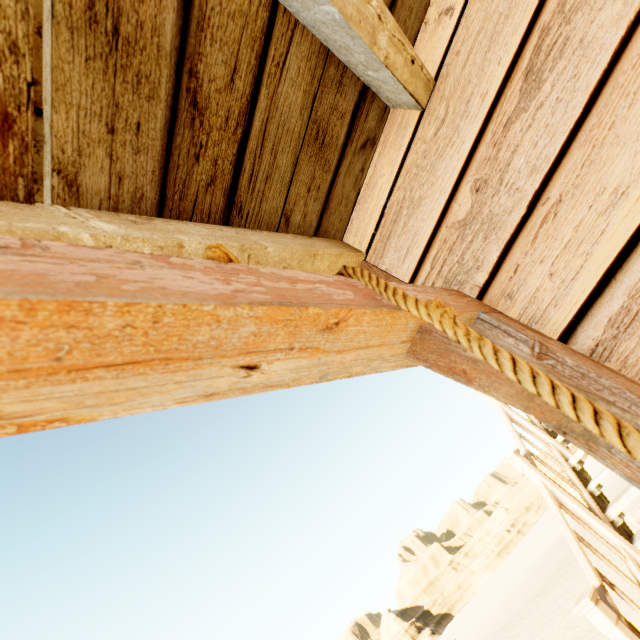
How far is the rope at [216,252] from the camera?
0.57m

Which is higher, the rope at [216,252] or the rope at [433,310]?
the rope at [216,252]

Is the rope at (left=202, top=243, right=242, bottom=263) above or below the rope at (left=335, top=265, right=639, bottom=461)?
above

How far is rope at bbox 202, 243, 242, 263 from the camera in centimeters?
57cm

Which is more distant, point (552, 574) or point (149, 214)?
point (552, 574)
